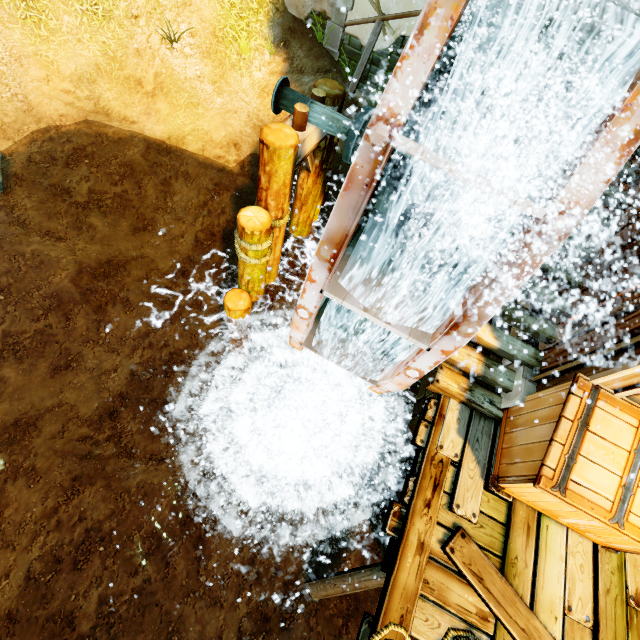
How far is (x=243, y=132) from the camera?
8.95m

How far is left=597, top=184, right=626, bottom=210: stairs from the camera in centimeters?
396cm

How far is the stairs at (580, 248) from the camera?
4.0 meters

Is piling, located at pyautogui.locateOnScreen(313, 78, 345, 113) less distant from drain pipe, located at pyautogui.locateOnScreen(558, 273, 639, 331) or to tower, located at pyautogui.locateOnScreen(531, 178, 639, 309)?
tower, located at pyautogui.locateOnScreen(531, 178, 639, 309)

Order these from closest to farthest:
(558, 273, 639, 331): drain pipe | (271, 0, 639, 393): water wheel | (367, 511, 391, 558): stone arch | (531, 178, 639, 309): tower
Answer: (271, 0, 639, 393): water wheel, (558, 273, 639, 331): drain pipe, (531, 178, 639, 309): tower, (367, 511, 391, 558): stone arch

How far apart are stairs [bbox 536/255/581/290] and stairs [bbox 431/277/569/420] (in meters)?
0.90

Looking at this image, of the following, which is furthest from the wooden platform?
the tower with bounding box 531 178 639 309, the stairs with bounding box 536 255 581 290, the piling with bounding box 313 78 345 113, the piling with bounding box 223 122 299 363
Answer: the piling with bounding box 313 78 345 113

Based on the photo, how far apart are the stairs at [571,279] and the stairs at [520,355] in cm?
90
